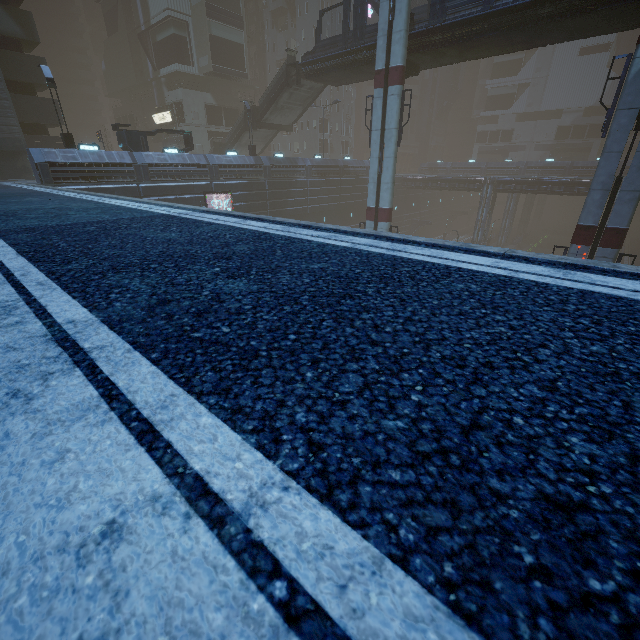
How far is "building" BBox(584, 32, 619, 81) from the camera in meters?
58.2 m

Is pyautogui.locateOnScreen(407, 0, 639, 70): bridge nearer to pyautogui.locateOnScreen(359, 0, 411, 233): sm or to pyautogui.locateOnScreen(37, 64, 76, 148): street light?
pyautogui.locateOnScreen(359, 0, 411, 233): sm

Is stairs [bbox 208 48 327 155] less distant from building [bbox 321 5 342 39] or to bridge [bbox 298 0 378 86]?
bridge [bbox 298 0 378 86]

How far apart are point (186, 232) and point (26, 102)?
37.0m

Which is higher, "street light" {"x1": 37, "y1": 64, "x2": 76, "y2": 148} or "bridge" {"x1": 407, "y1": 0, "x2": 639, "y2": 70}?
"bridge" {"x1": 407, "y1": 0, "x2": 639, "y2": 70}

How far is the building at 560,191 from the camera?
38.8m

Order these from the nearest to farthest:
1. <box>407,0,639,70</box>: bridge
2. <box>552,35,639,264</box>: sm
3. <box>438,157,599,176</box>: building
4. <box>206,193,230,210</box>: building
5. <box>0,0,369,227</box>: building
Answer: <box>552,35,639,264</box>: sm → <box>407,0,639,70</box>: bridge → <box>0,0,369,227</box>: building → <box>206,193,230,210</box>: building → <box>438,157,599,176</box>: building

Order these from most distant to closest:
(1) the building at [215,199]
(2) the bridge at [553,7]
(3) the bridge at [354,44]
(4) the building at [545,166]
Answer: (4) the building at [545,166]
(1) the building at [215,199]
(3) the bridge at [354,44]
(2) the bridge at [553,7]
